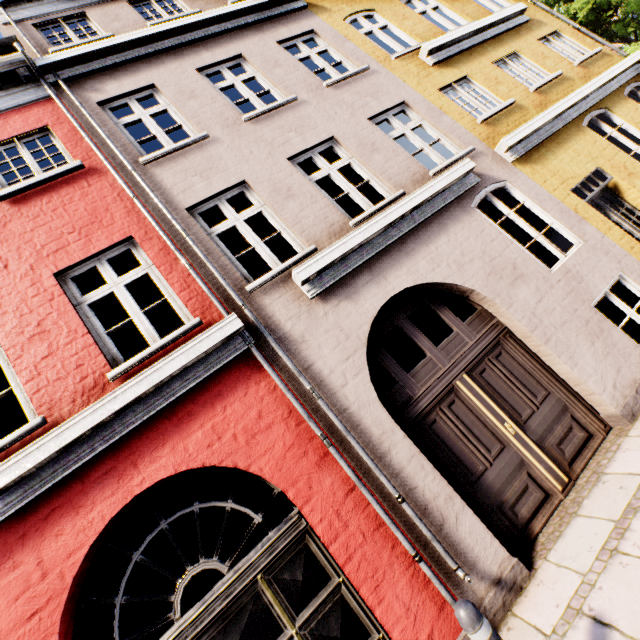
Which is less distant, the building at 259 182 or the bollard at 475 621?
the bollard at 475 621

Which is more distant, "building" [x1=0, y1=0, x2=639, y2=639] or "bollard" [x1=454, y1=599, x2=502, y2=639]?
"building" [x1=0, y1=0, x2=639, y2=639]

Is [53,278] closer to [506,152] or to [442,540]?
[442,540]
